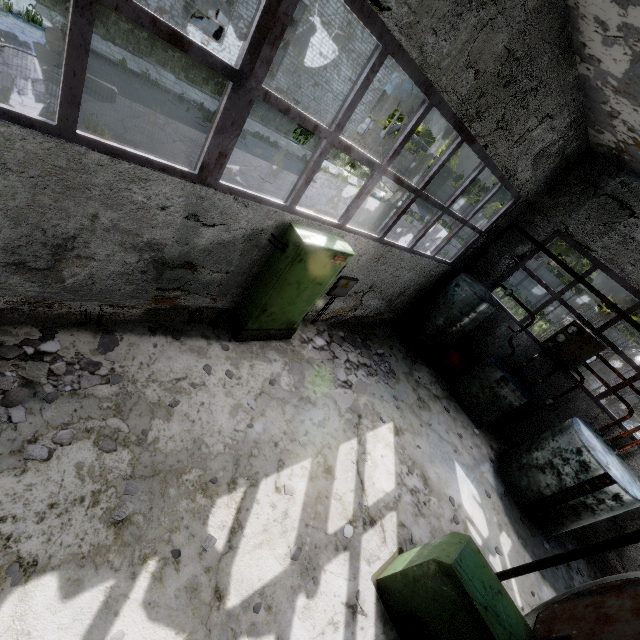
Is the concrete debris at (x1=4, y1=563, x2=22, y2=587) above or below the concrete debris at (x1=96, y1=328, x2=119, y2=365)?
above

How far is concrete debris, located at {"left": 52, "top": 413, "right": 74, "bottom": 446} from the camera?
3.6 meters

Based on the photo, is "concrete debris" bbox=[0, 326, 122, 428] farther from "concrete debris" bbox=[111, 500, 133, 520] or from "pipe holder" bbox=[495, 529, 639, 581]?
"pipe holder" bbox=[495, 529, 639, 581]

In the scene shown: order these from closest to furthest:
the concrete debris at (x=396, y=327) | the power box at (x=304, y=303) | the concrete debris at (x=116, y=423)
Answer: the concrete debris at (x=116, y=423), the power box at (x=304, y=303), the concrete debris at (x=396, y=327)

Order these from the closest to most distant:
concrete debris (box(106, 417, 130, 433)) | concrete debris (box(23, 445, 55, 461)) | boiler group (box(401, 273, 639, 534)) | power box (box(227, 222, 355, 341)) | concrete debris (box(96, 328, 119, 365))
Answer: concrete debris (box(23, 445, 55, 461)), concrete debris (box(106, 417, 130, 433)), concrete debris (box(96, 328, 119, 365)), power box (box(227, 222, 355, 341)), boiler group (box(401, 273, 639, 534))

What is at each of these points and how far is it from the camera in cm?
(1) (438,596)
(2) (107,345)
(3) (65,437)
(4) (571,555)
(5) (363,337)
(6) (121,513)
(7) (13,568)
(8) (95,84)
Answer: (1) boiler tank, 393
(2) concrete debris, 468
(3) concrete debris, 365
(4) pipe holder, 445
(5) concrete debris, 916
(6) concrete debris, 345
(7) concrete debris, 280
(8) lamp post, 1006

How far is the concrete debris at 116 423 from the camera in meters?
4.0 m

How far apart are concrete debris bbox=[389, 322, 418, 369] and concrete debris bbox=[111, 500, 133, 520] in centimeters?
780cm
